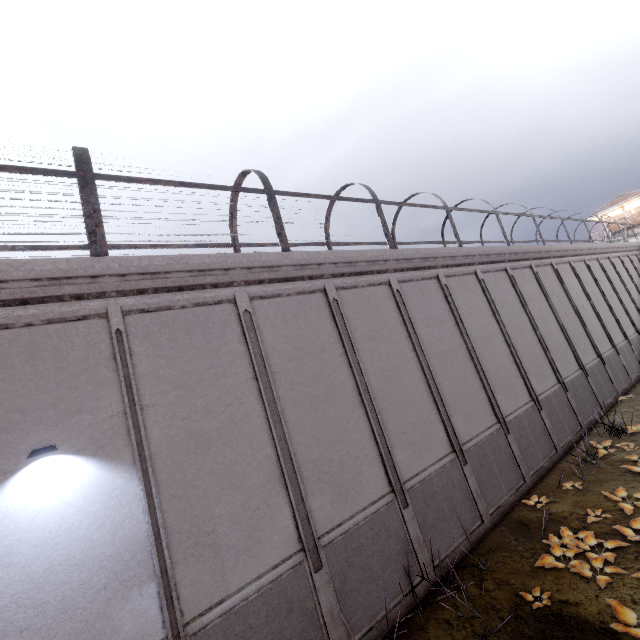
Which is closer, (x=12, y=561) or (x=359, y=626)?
(x=12, y=561)
